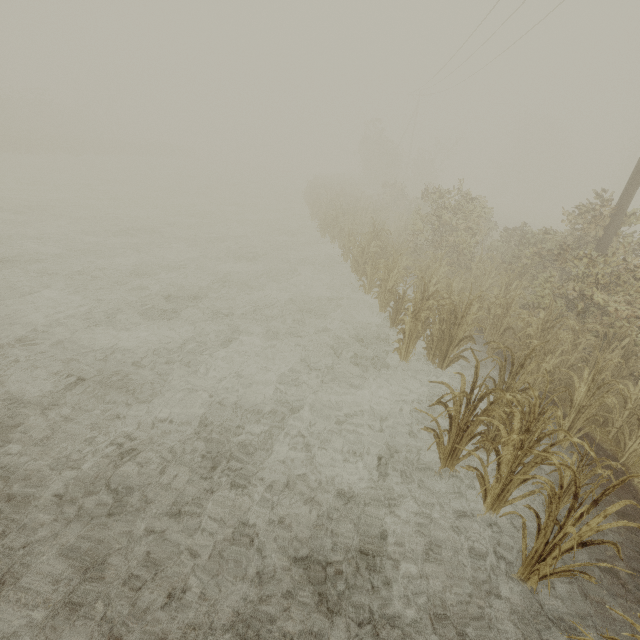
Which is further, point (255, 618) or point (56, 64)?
point (56, 64)
